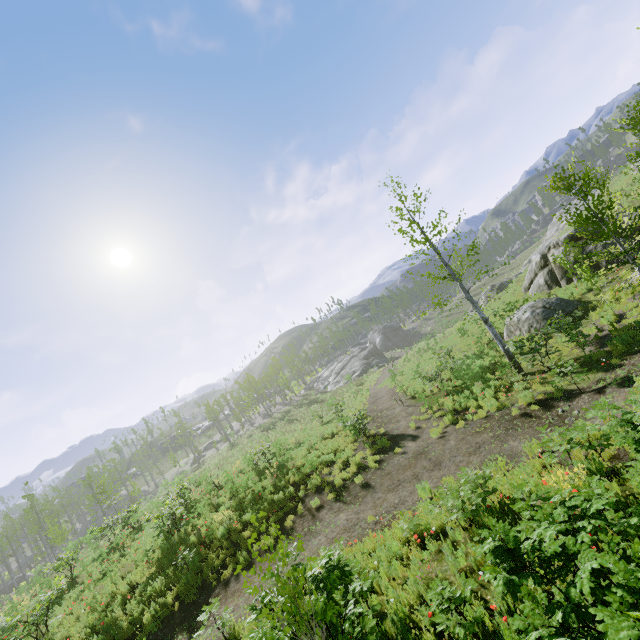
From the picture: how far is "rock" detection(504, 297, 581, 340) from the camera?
16.8 meters

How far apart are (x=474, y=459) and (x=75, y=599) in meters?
17.0

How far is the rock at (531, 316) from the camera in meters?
16.8 m
